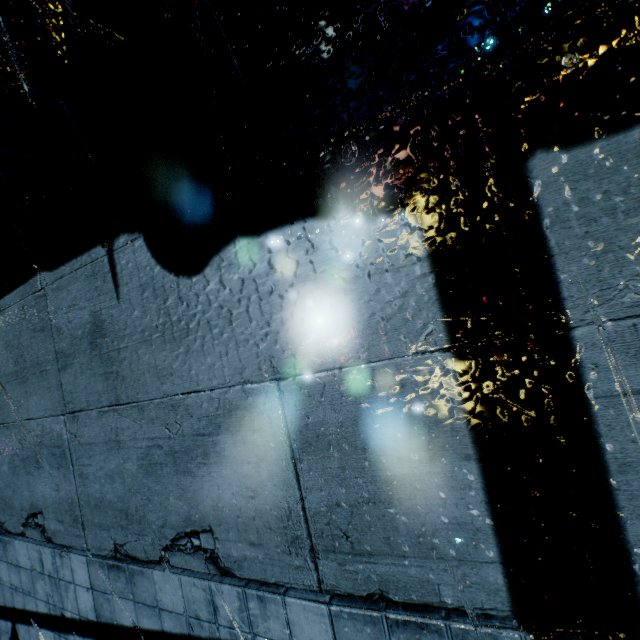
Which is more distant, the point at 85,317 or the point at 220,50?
the point at 85,317
